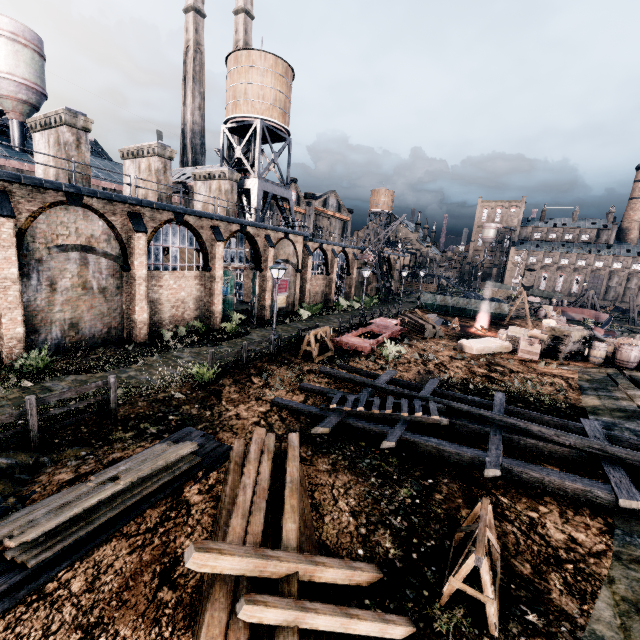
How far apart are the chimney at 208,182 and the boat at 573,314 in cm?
5071

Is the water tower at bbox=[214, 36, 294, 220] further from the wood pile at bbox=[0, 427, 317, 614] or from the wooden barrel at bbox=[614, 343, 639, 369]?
the wooden barrel at bbox=[614, 343, 639, 369]

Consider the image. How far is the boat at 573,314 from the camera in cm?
4719

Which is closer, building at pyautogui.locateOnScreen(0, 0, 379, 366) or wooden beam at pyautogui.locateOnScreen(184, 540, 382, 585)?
wooden beam at pyautogui.locateOnScreen(184, 540, 382, 585)

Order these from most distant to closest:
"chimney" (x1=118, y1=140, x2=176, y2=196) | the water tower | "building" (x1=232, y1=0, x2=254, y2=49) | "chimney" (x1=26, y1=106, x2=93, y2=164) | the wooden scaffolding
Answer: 1. "building" (x1=232, y1=0, x2=254, y2=49)
2. the water tower
3. "chimney" (x1=118, y1=140, x2=176, y2=196)
4. "chimney" (x1=26, y1=106, x2=93, y2=164)
5. the wooden scaffolding

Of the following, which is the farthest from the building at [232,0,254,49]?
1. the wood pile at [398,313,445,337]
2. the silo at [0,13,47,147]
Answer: the wood pile at [398,313,445,337]

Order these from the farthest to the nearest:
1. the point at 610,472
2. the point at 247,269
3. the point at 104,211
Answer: the point at 247,269, the point at 104,211, the point at 610,472

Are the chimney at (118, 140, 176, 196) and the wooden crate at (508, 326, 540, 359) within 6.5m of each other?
no
